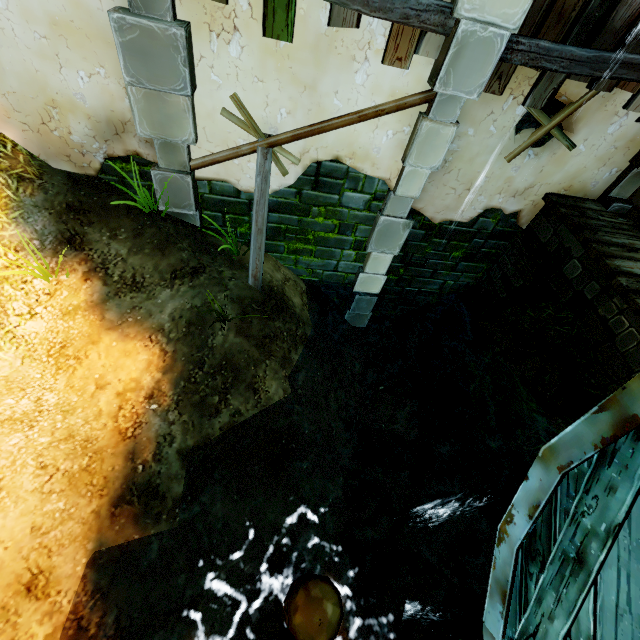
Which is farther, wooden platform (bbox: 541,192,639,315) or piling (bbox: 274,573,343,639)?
wooden platform (bbox: 541,192,639,315)

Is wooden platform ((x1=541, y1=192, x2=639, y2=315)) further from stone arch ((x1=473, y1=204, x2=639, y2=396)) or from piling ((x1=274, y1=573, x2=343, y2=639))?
piling ((x1=274, y1=573, x2=343, y2=639))

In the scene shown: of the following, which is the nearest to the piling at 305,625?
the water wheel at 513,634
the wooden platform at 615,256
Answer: the water wheel at 513,634

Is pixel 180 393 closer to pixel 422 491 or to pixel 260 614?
pixel 260 614

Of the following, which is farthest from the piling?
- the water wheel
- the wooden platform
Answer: the wooden platform

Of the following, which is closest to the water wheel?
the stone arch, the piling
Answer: the piling

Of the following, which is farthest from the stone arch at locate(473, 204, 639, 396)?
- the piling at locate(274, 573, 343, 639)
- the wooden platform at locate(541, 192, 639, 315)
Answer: the piling at locate(274, 573, 343, 639)

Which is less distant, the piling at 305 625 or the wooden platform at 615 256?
the piling at 305 625
